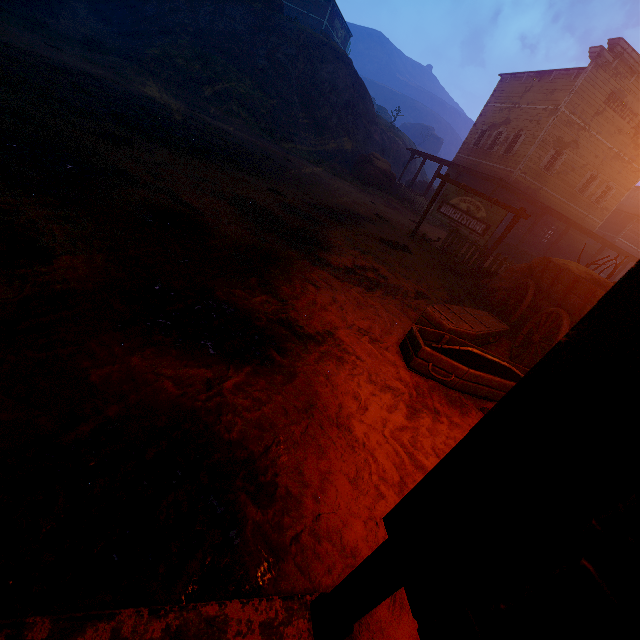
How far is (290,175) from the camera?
12.18m

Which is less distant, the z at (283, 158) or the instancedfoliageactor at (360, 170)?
the z at (283, 158)

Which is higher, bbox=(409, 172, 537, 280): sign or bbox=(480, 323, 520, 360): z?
bbox=(409, 172, 537, 280): sign

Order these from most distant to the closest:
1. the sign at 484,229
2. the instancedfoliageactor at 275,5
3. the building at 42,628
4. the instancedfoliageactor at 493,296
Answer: the instancedfoliageactor at 275,5 < the sign at 484,229 < the instancedfoliageactor at 493,296 < the building at 42,628

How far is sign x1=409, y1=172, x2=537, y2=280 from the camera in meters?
9.3

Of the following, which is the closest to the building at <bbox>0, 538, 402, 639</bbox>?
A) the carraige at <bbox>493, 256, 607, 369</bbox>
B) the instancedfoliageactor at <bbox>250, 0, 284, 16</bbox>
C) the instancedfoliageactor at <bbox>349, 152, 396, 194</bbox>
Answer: the instancedfoliageactor at <bbox>349, 152, 396, 194</bbox>

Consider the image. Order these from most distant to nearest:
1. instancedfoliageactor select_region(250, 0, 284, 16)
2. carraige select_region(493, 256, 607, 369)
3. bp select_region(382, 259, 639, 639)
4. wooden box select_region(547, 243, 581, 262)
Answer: instancedfoliageactor select_region(250, 0, 284, 16)
wooden box select_region(547, 243, 581, 262)
carraige select_region(493, 256, 607, 369)
bp select_region(382, 259, 639, 639)

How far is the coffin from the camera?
3.62m
